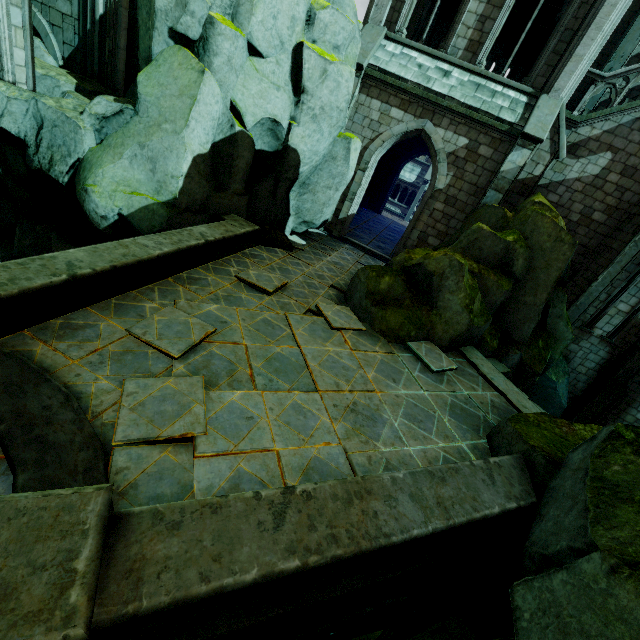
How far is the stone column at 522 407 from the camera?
7.7 meters

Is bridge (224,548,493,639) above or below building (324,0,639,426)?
below

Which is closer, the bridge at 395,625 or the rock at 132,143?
the bridge at 395,625

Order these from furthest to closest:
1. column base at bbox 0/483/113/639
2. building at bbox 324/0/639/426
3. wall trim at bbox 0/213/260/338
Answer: building at bbox 324/0/639/426 → wall trim at bbox 0/213/260/338 → column base at bbox 0/483/113/639

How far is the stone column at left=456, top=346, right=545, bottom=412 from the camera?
7.7m

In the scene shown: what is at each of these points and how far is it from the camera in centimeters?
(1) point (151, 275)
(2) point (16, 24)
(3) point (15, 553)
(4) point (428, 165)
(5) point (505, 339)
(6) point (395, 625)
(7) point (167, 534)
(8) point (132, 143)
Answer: (1) wall trim, 656cm
(2) building, 813cm
(3) column base, 208cm
(4) building, 3472cm
(5) rock, 1055cm
(6) bridge, 542cm
(7) wall trim, 260cm
(8) rock, 805cm

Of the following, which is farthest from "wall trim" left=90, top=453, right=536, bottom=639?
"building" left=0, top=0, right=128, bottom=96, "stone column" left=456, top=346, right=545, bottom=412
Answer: "building" left=0, top=0, right=128, bottom=96

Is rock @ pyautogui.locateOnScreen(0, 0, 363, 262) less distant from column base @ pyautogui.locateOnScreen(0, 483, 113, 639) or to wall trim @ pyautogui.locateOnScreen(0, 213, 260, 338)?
wall trim @ pyautogui.locateOnScreen(0, 213, 260, 338)
